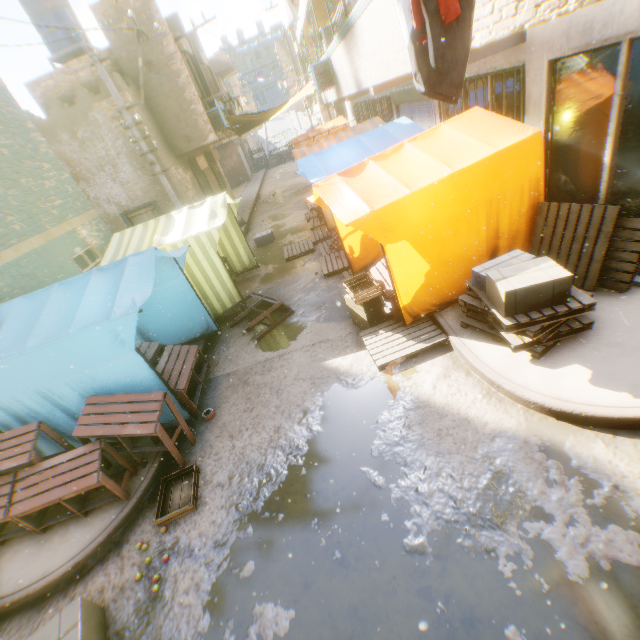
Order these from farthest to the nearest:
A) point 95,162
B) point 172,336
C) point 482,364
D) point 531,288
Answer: point 95,162
point 172,336
point 482,364
point 531,288

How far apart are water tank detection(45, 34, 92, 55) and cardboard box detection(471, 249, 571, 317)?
17.29m

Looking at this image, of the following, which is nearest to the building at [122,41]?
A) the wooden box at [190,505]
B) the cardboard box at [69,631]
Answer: the cardboard box at [69,631]

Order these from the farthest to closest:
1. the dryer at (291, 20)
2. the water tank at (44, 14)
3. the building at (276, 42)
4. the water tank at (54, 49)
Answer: the building at (276, 42)
the water tank at (54, 49)
the water tank at (44, 14)
the dryer at (291, 20)

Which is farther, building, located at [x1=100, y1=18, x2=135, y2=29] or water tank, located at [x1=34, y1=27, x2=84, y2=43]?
water tank, located at [x1=34, y1=27, x2=84, y2=43]

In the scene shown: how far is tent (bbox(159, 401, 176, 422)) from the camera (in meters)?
5.11

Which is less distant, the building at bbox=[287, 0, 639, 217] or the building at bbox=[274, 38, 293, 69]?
the building at bbox=[287, 0, 639, 217]

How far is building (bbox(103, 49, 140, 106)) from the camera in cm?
1076
